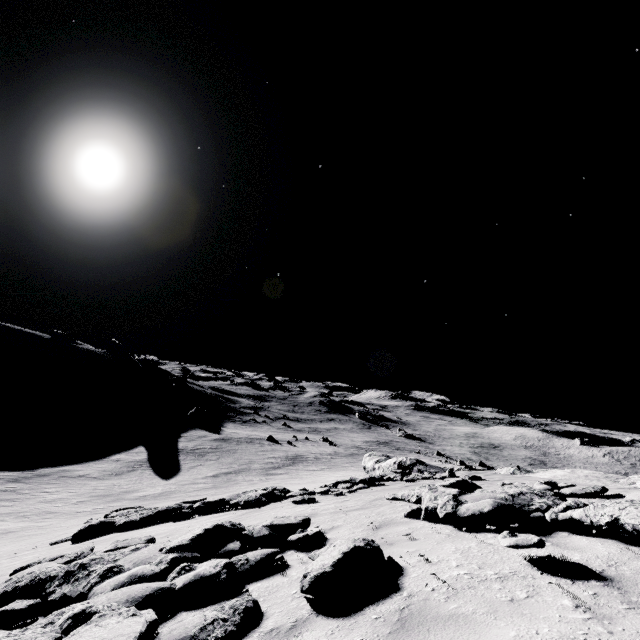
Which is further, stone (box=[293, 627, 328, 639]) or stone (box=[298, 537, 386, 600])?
stone (box=[298, 537, 386, 600])

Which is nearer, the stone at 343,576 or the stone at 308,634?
the stone at 308,634

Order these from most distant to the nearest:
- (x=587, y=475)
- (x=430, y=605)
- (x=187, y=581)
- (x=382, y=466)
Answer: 1. (x=382, y=466)
2. (x=587, y=475)
3. (x=187, y=581)
4. (x=430, y=605)

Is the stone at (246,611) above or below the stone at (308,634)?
below

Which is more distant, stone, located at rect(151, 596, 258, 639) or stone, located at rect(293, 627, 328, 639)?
stone, located at rect(151, 596, 258, 639)

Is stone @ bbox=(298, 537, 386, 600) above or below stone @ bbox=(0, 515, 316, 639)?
above
